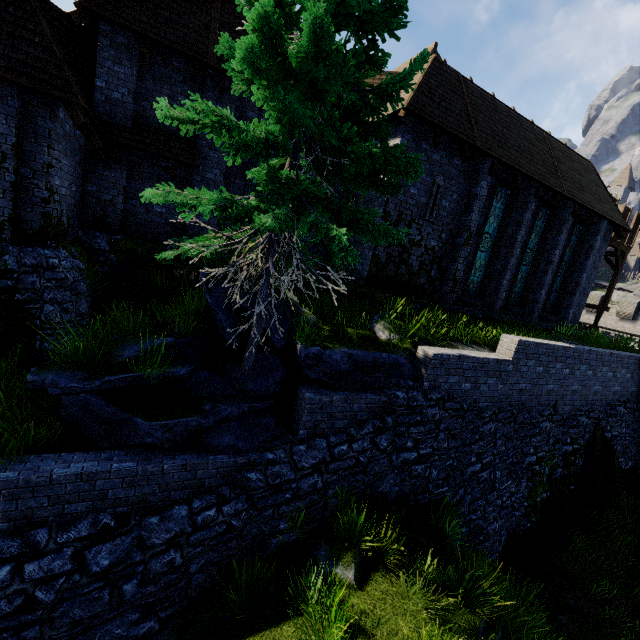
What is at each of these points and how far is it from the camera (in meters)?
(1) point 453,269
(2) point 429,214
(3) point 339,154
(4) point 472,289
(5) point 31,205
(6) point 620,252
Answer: (1) building, 12.85
(2) window slit, 11.95
(3) tree, 5.66
(4) window glass, 14.09
(5) building, 7.29
(6) walkway, 21.89

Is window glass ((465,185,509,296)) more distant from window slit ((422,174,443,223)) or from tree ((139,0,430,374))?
tree ((139,0,430,374))

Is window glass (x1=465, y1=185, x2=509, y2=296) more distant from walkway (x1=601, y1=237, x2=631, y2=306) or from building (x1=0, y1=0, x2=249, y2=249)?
walkway (x1=601, y1=237, x2=631, y2=306)

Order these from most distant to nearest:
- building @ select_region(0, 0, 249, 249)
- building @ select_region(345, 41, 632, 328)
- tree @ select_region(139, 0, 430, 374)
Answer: building @ select_region(345, 41, 632, 328)
building @ select_region(0, 0, 249, 249)
tree @ select_region(139, 0, 430, 374)

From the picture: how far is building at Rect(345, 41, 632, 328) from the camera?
11.17m

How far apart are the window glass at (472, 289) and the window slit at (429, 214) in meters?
2.5 m

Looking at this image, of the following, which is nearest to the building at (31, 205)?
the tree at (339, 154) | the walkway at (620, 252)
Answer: the walkway at (620, 252)

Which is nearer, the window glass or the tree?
the tree
